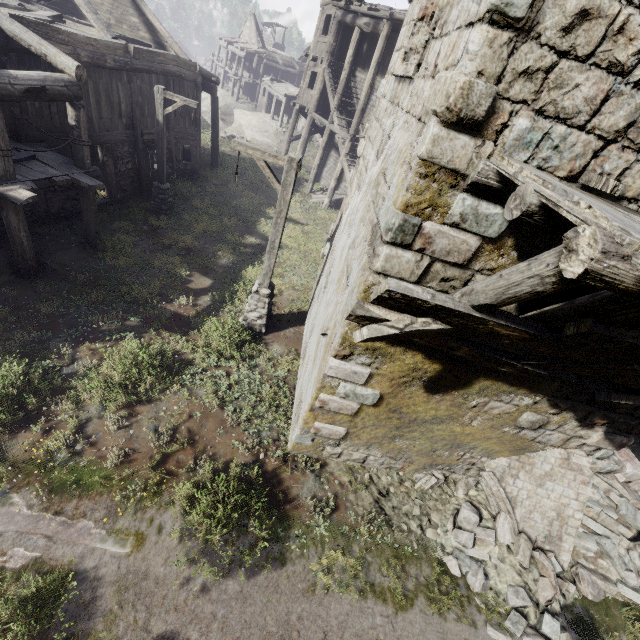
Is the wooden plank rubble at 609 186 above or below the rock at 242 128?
above

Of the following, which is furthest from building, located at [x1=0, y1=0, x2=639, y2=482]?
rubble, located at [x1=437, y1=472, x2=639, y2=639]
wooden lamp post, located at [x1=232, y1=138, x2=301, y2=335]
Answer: wooden lamp post, located at [x1=232, y1=138, x2=301, y2=335]

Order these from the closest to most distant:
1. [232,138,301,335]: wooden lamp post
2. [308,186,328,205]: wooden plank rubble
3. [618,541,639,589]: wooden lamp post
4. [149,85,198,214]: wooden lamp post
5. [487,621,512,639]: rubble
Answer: [487,621,512,639]: rubble
[618,541,639,589]: wooden lamp post
[232,138,301,335]: wooden lamp post
[149,85,198,214]: wooden lamp post
[308,186,328,205]: wooden plank rubble

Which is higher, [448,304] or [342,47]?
[342,47]

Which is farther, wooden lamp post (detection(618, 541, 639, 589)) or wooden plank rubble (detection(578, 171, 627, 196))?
wooden lamp post (detection(618, 541, 639, 589))

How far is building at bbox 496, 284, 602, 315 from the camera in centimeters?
413cm

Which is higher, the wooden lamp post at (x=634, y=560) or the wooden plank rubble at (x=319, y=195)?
the wooden lamp post at (x=634, y=560)

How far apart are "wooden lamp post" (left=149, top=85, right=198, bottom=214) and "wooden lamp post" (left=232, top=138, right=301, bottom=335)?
6.3m
